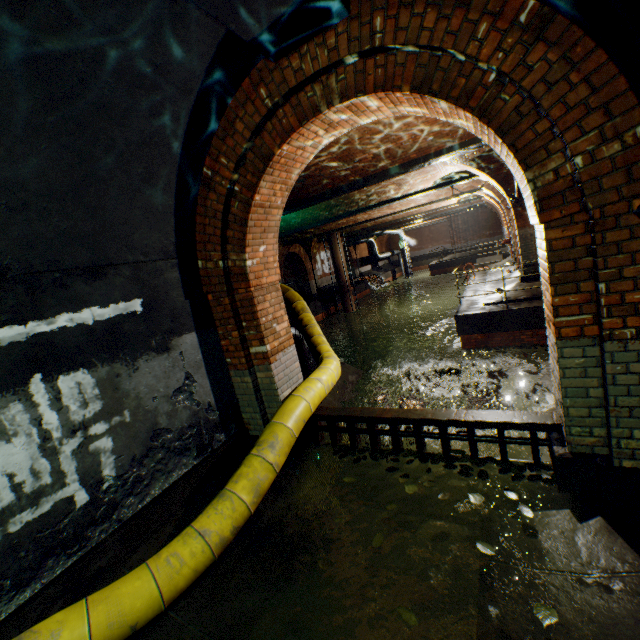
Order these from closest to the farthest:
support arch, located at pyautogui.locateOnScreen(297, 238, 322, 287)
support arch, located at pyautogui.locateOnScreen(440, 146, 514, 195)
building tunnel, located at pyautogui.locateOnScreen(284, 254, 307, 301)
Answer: support arch, located at pyautogui.locateOnScreen(440, 146, 514, 195) < support arch, located at pyautogui.locateOnScreen(297, 238, 322, 287) < building tunnel, located at pyautogui.locateOnScreen(284, 254, 307, 301)

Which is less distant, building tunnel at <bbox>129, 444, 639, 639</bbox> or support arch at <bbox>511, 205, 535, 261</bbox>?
building tunnel at <bbox>129, 444, 639, 639</bbox>

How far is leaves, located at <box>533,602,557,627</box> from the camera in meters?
2.0

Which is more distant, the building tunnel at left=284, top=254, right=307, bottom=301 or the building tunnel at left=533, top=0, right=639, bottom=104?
the building tunnel at left=284, top=254, right=307, bottom=301

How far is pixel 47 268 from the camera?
2.80m

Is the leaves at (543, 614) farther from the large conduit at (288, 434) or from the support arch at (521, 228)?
the support arch at (521, 228)

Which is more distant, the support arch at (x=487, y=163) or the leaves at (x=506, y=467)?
the support arch at (x=487, y=163)

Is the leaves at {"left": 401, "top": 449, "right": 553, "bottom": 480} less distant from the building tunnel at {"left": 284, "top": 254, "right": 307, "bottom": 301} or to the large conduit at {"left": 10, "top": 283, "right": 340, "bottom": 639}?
the large conduit at {"left": 10, "top": 283, "right": 340, "bottom": 639}
